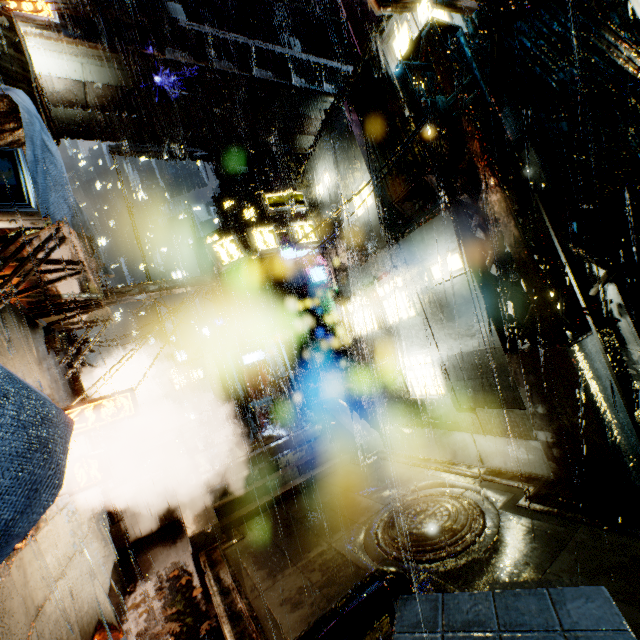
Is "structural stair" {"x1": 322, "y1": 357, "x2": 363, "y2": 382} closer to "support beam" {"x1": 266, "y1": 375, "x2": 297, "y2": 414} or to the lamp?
"support beam" {"x1": 266, "y1": 375, "x2": 297, "y2": 414}

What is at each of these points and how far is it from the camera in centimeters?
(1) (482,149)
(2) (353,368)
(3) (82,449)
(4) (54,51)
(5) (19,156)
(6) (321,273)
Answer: (1) support beam, 624cm
(2) structural stair, 2044cm
(3) building, 1172cm
(4) building, 1548cm
(5) sign, 310cm
(6) sign, 3028cm

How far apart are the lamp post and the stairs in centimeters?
1048cm

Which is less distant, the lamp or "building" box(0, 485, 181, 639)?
"building" box(0, 485, 181, 639)

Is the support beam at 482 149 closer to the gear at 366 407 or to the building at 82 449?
the building at 82 449

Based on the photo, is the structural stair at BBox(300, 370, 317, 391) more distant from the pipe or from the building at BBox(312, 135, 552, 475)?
the pipe

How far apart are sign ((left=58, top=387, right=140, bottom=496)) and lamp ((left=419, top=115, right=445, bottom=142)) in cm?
951

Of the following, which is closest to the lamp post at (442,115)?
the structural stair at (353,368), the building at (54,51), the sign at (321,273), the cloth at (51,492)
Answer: the building at (54,51)
